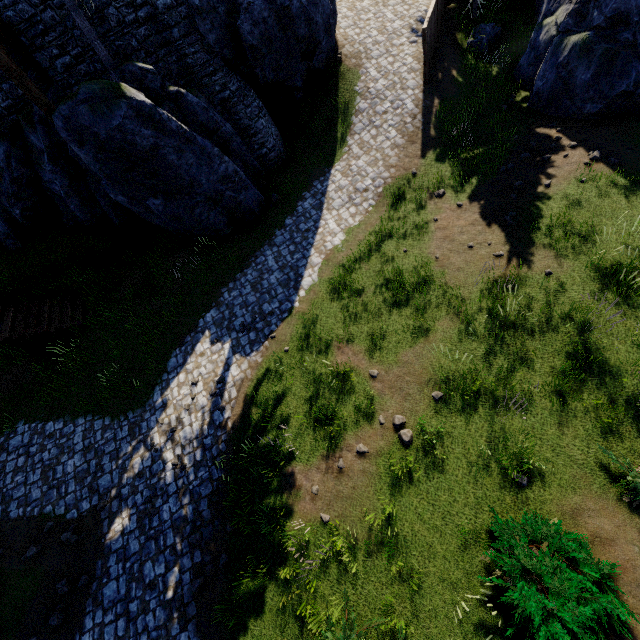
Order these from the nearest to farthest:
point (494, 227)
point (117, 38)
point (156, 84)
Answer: point (494, 227)
point (156, 84)
point (117, 38)

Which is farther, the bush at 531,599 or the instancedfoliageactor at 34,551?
the instancedfoliageactor at 34,551

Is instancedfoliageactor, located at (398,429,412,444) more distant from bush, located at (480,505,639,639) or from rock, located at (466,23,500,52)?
rock, located at (466,23,500,52)

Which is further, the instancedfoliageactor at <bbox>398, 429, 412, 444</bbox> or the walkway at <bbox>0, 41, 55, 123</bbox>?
the walkway at <bbox>0, 41, 55, 123</bbox>

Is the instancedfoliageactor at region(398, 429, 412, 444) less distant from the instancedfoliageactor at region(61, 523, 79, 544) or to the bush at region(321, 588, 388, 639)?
the bush at region(321, 588, 388, 639)

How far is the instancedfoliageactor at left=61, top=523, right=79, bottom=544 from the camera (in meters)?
8.84

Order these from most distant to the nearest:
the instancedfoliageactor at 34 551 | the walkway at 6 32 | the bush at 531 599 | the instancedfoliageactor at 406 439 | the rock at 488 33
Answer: the rock at 488 33
the walkway at 6 32
the instancedfoliageactor at 34 551
the instancedfoliageactor at 406 439
the bush at 531 599

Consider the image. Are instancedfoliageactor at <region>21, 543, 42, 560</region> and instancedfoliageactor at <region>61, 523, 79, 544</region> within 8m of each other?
yes
